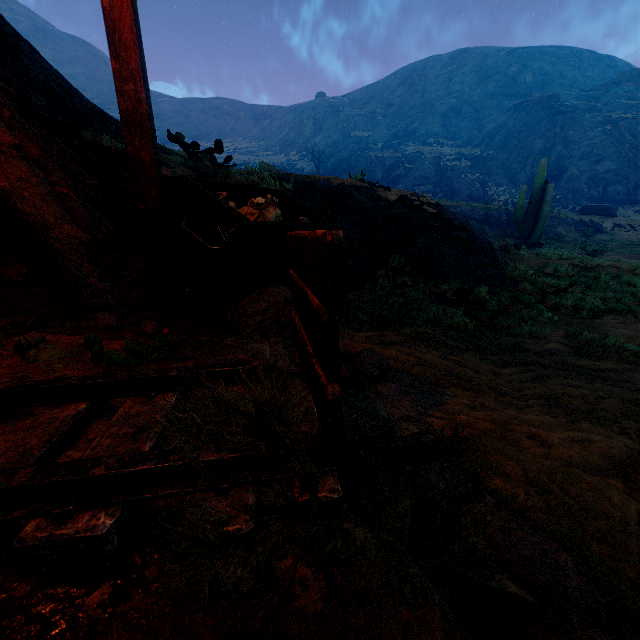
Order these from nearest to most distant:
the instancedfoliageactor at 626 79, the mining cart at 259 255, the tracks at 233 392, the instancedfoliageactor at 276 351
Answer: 1. the tracks at 233 392
2. the instancedfoliageactor at 276 351
3. the mining cart at 259 255
4. the instancedfoliageactor at 626 79

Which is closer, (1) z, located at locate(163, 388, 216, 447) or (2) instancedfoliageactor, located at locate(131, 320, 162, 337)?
(1) z, located at locate(163, 388, 216, 447)

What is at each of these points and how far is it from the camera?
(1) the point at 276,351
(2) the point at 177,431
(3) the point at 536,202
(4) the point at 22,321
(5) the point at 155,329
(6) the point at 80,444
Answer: (1) instancedfoliageactor, 2.3 meters
(2) z, 1.0 meters
(3) instancedfoliageactor, 15.3 meters
(4) instancedfoliageactor, 2.6 meters
(5) instancedfoliageactor, 2.7 meters
(6) z, 1.4 meters

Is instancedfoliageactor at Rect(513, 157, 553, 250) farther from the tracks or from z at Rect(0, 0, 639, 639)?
the tracks

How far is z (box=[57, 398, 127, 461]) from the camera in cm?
135

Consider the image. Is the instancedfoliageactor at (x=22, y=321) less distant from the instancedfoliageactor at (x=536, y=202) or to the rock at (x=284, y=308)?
the rock at (x=284, y=308)

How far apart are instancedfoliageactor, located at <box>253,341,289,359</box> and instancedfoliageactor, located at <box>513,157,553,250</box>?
16.36m

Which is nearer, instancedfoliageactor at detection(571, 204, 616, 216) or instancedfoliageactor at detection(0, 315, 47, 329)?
instancedfoliageactor at detection(0, 315, 47, 329)
